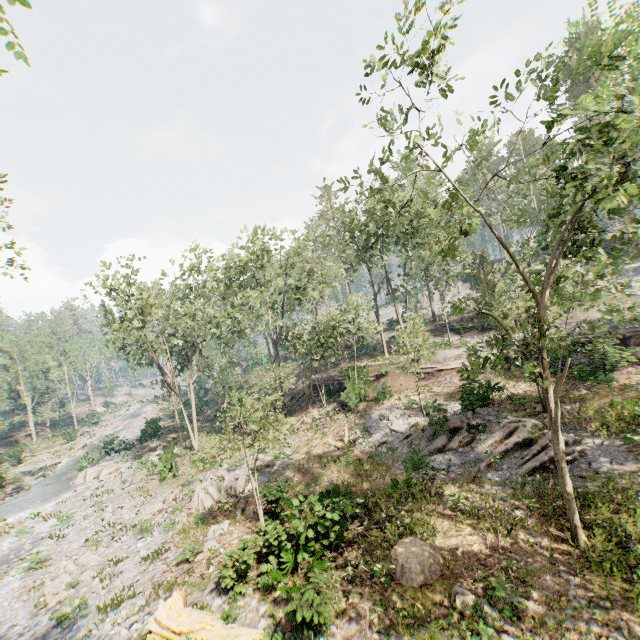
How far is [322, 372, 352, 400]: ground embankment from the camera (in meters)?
28.96

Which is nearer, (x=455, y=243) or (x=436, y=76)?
(x=436, y=76)

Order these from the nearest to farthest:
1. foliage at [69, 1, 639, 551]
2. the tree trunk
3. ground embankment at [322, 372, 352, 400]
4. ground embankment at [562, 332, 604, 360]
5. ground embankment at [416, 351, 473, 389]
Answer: foliage at [69, 1, 639, 551], the tree trunk, ground embankment at [562, 332, 604, 360], ground embankment at [416, 351, 473, 389], ground embankment at [322, 372, 352, 400]

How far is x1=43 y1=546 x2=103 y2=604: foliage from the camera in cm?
1410

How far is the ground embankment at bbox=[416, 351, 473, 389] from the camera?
27.0 meters

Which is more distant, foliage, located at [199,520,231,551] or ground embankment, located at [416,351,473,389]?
ground embankment, located at [416,351,473,389]

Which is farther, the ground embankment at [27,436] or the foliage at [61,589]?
the ground embankment at [27,436]

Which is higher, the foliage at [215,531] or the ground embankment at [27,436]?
the ground embankment at [27,436]
